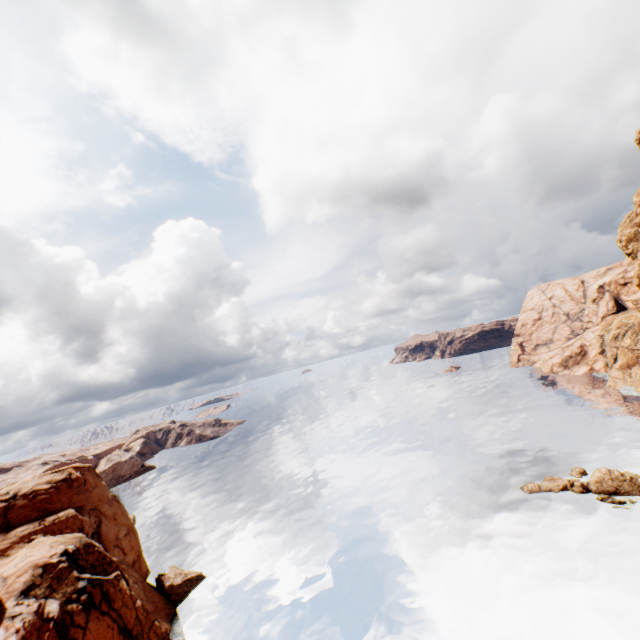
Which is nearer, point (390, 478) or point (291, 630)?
point (291, 630)

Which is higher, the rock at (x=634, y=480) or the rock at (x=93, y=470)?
the rock at (x=93, y=470)

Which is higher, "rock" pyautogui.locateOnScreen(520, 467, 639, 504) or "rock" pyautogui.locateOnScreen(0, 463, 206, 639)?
"rock" pyautogui.locateOnScreen(0, 463, 206, 639)

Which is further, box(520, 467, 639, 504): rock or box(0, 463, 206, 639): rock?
box(520, 467, 639, 504): rock

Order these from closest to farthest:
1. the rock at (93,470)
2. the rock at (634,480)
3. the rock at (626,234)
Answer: the rock at (93,470), the rock at (626,234), the rock at (634,480)
